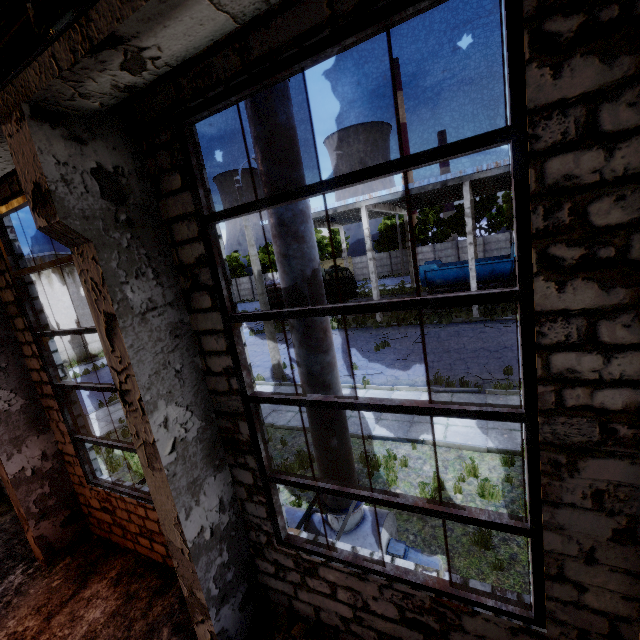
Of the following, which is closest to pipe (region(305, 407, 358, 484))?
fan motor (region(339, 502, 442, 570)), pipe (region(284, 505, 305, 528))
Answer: fan motor (region(339, 502, 442, 570))

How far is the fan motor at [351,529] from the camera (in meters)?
4.73

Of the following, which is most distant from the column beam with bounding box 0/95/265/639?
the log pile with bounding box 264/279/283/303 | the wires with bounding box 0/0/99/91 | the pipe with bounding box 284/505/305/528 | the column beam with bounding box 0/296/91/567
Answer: the log pile with bounding box 264/279/283/303

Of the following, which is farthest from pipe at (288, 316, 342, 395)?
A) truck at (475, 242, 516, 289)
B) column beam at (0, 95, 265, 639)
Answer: truck at (475, 242, 516, 289)

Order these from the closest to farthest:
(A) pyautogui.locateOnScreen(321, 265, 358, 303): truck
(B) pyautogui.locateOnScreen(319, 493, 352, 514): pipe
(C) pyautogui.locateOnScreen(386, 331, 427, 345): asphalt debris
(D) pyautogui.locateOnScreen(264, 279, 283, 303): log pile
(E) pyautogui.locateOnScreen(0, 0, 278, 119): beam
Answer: (E) pyautogui.locateOnScreen(0, 0, 278, 119): beam → (B) pyautogui.locateOnScreen(319, 493, 352, 514): pipe → (C) pyautogui.locateOnScreen(386, 331, 427, 345): asphalt debris → (D) pyautogui.locateOnScreen(264, 279, 283, 303): log pile → (A) pyautogui.locateOnScreen(321, 265, 358, 303): truck

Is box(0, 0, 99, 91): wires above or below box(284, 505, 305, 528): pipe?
Answer: above

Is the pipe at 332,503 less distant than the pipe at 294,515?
Yes

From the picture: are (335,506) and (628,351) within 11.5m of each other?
yes
